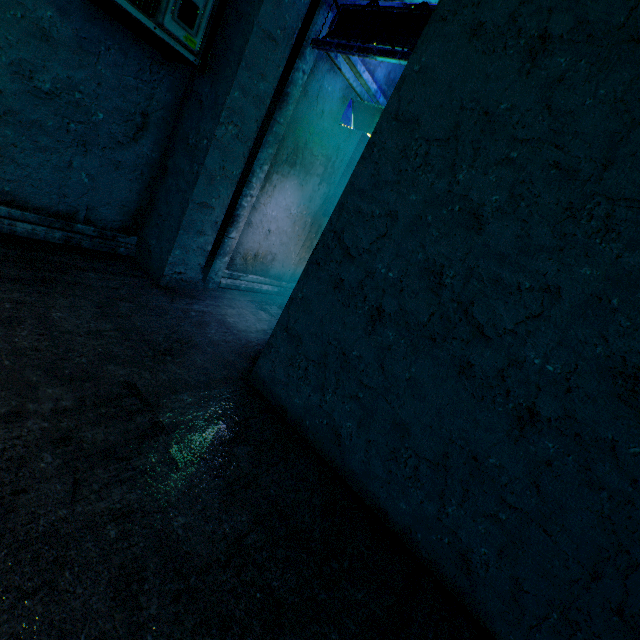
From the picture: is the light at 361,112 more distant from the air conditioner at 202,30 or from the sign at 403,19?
the air conditioner at 202,30

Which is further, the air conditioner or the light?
the light

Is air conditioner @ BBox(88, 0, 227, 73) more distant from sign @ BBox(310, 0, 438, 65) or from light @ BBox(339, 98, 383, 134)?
light @ BBox(339, 98, 383, 134)

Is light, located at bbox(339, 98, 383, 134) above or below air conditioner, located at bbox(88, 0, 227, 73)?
above

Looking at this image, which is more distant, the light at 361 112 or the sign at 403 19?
the light at 361 112

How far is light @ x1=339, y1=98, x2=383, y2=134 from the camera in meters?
3.7

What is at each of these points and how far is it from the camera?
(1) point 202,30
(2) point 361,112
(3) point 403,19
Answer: (1) air conditioner, 2.35m
(2) light, 3.83m
(3) sign, 2.60m
